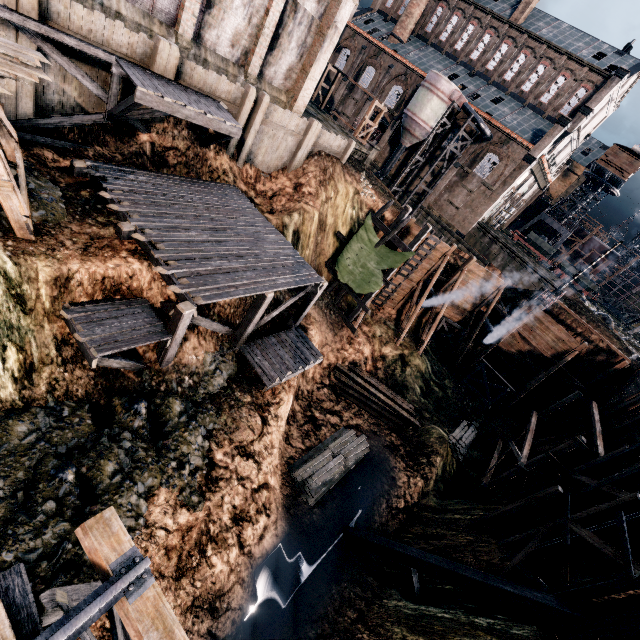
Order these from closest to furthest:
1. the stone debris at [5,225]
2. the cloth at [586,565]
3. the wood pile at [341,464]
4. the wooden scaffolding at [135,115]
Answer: the stone debris at [5,225] < the cloth at [586,565] < the wooden scaffolding at [135,115] < the wood pile at [341,464]

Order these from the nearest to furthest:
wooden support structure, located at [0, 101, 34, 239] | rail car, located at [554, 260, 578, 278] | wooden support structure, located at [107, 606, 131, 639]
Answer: wooden support structure, located at [107, 606, 131, 639] < wooden support structure, located at [0, 101, 34, 239] < rail car, located at [554, 260, 578, 278]

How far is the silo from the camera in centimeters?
3875cm

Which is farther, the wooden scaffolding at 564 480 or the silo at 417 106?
the silo at 417 106

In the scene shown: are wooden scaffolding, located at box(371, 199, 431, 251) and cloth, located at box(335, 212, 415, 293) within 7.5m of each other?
yes

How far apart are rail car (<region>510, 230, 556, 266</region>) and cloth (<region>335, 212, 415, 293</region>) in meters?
40.5 m

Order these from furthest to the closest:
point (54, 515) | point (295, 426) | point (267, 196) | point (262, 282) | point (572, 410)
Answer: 1. point (572, 410)
2. point (267, 196)
3. point (295, 426)
4. point (262, 282)
5. point (54, 515)

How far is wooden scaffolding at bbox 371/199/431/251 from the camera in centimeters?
2227cm
